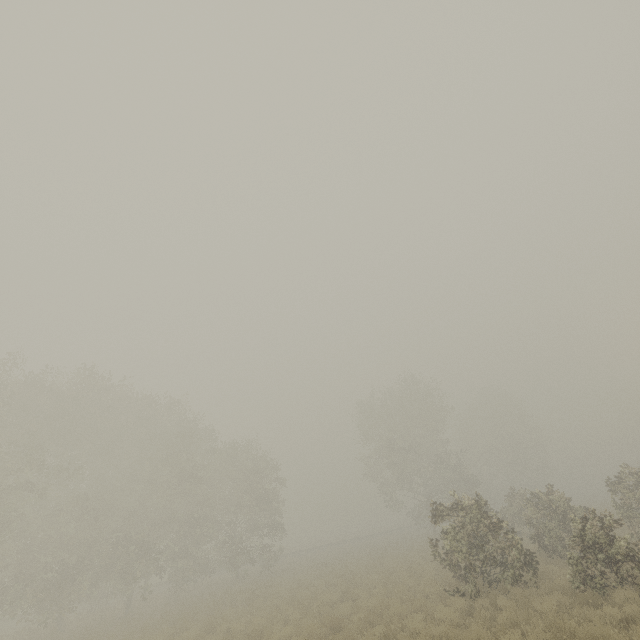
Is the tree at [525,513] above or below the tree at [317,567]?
above

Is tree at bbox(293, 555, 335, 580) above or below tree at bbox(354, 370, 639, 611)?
below

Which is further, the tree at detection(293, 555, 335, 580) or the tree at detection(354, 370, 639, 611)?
the tree at detection(293, 555, 335, 580)

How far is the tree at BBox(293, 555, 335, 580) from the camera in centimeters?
2394cm

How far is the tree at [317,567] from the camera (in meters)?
23.94

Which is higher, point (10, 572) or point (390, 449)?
point (390, 449)
